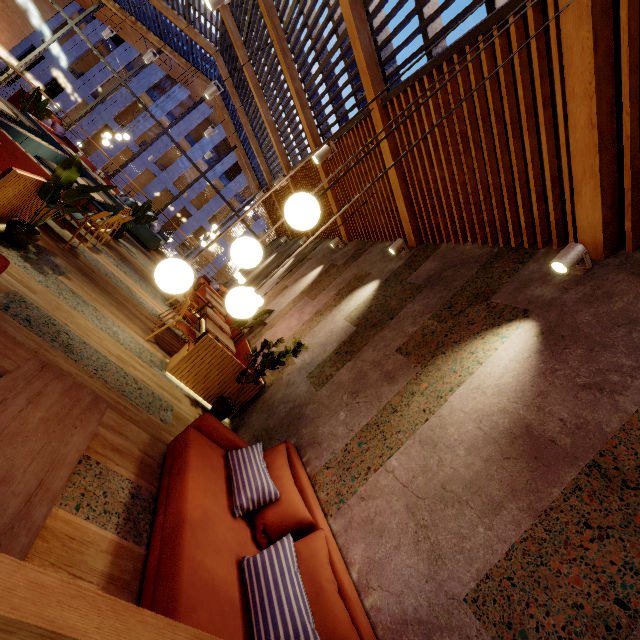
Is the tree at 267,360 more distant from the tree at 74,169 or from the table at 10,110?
the table at 10,110

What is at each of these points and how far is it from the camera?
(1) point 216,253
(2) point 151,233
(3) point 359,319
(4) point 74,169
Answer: (1) building, 36.9 meters
(2) couch, 10.4 meters
(3) building, 4.7 meters
(4) tree, 3.9 meters

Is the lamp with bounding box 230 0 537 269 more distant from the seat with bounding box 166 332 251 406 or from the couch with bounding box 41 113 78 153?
the couch with bounding box 41 113 78 153

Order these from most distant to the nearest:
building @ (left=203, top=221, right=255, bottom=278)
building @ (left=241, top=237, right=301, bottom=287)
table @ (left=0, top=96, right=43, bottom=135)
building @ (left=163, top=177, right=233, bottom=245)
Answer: building @ (left=203, top=221, right=255, bottom=278)
building @ (left=163, top=177, right=233, bottom=245)
building @ (left=241, top=237, right=301, bottom=287)
table @ (left=0, top=96, right=43, bottom=135)

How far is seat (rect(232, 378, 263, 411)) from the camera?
5.0m

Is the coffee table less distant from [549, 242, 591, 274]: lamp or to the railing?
the railing

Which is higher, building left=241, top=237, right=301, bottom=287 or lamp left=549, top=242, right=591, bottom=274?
lamp left=549, top=242, right=591, bottom=274

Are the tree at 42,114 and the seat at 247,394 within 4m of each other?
no
